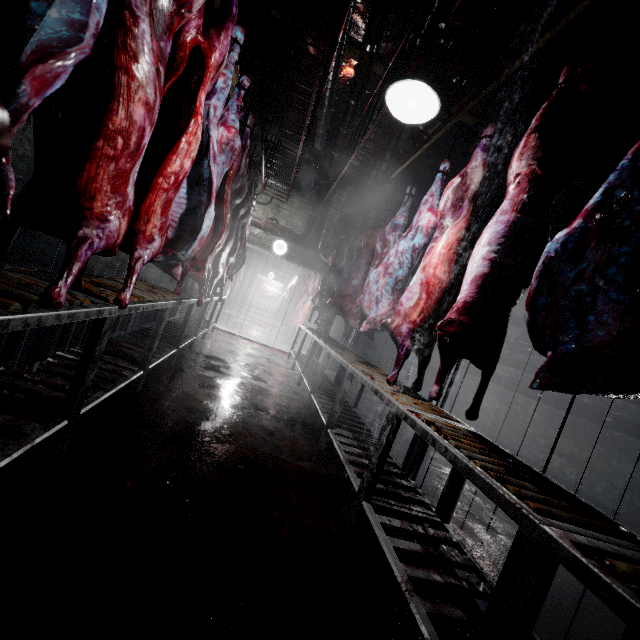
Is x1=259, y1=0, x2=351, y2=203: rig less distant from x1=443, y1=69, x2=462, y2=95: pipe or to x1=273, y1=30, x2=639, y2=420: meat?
x1=443, y1=69, x2=462, y2=95: pipe

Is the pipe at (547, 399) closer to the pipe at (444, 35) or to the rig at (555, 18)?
the pipe at (444, 35)

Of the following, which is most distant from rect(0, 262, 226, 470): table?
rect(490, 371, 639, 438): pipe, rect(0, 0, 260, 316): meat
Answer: rect(490, 371, 639, 438): pipe

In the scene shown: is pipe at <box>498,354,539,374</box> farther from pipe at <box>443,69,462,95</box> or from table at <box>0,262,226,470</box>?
table at <box>0,262,226,470</box>

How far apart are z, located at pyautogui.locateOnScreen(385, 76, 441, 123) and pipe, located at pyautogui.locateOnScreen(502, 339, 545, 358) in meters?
4.0 m

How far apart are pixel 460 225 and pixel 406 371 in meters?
6.0 m

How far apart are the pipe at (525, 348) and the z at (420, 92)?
3.98m

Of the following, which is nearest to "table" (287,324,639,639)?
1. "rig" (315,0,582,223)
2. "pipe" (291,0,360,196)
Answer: "pipe" (291,0,360,196)
